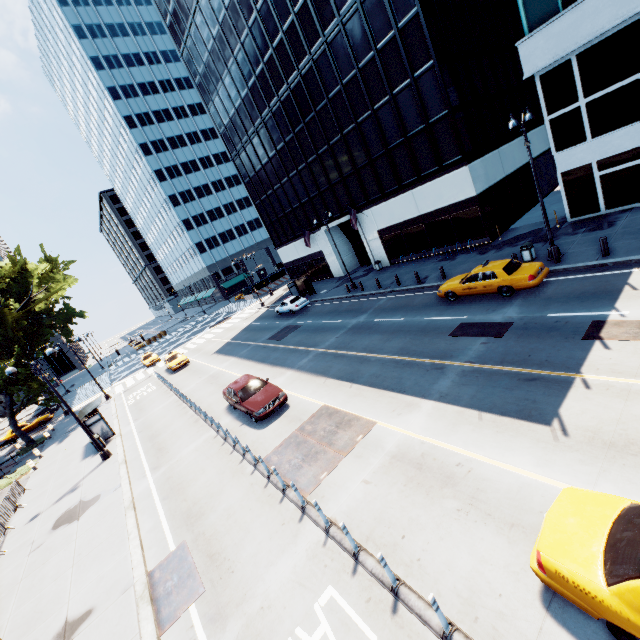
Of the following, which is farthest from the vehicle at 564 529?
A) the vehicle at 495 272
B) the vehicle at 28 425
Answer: the vehicle at 28 425

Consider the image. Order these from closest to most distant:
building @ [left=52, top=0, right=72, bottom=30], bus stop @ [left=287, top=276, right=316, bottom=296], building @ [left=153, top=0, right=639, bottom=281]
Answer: building @ [left=153, top=0, right=639, bottom=281]
bus stop @ [left=287, top=276, right=316, bottom=296]
building @ [left=52, top=0, right=72, bottom=30]

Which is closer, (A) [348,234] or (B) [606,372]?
(B) [606,372]

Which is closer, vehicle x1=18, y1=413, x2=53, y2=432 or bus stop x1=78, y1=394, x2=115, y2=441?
bus stop x1=78, y1=394, x2=115, y2=441

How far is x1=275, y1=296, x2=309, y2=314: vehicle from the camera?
31.9m

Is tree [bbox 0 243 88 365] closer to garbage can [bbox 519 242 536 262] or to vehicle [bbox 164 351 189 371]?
vehicle [bbox 164 351 189 371]

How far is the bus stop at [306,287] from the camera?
35.7m

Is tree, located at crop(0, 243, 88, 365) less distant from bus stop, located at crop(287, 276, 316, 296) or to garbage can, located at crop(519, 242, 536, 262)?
bus stop, located at crop(287, 276, 316, 296)
